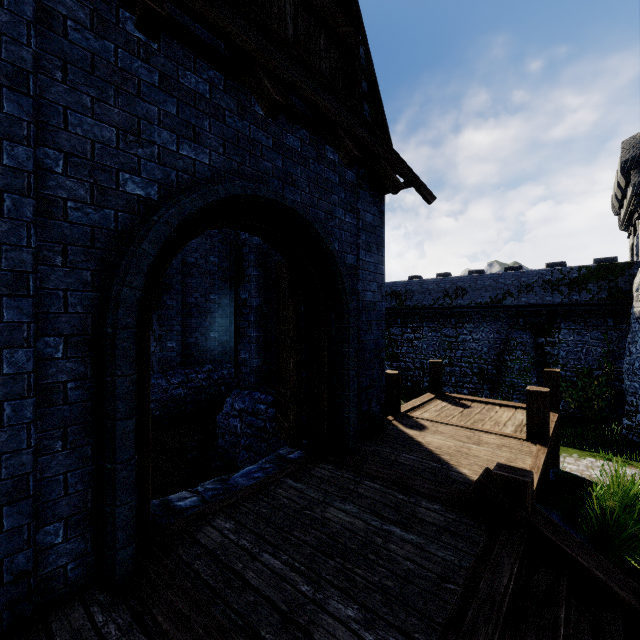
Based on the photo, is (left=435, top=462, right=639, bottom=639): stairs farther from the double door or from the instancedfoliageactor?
the instancedfoliageactor

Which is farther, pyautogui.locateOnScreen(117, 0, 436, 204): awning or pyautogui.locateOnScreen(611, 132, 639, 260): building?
pyautogui.locateOnScreen(611, 132, 639, 260): building

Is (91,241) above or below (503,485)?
above

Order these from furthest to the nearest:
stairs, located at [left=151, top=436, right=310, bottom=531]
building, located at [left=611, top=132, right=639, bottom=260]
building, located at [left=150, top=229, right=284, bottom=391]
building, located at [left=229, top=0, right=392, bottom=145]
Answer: building, located at [left=611, top=132, right=639, bottom=260], building, located at [left=150, top=229, right=284, bottom=391], building, located at [left=229, top=0, right=392, bottom=145], stairs, located at [left=151, top=436, right=310, bottom=531]

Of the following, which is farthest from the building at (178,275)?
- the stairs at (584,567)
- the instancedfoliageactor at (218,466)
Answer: the stairs at (584,567)

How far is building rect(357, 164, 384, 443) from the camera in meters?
5.8 m

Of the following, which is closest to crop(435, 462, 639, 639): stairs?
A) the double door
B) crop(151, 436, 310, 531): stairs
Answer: the double door

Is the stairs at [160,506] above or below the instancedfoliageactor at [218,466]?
above
